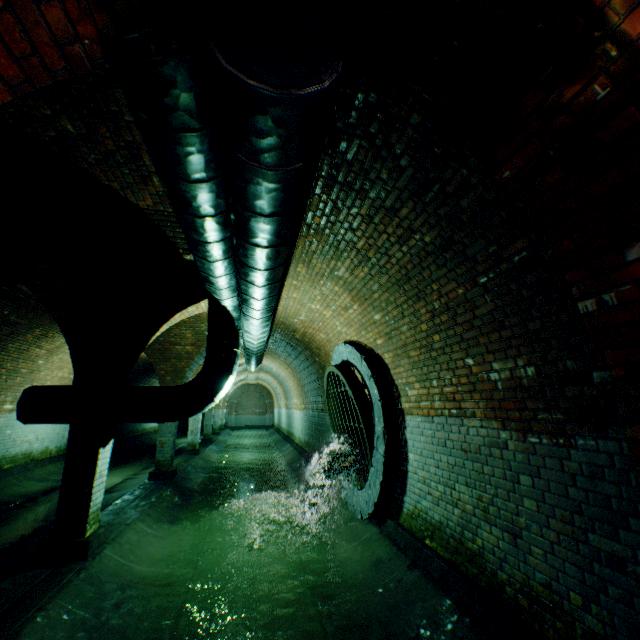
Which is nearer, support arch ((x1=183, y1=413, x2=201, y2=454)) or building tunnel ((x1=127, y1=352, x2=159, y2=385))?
support arch ((x1=183, y1=413, x2=201, y2=454))

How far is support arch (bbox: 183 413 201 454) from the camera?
13.8 meters

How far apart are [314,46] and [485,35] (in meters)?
0.73

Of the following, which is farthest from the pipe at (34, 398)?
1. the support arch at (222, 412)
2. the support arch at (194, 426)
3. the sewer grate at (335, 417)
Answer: the support arch at (222, 412)

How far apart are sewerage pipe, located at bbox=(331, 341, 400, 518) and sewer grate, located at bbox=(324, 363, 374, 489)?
0.01m

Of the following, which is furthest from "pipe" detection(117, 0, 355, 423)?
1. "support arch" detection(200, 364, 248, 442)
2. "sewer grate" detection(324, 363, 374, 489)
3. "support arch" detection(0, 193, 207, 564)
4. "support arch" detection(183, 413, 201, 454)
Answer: "support arch" detection(200, 364, 248, 442)

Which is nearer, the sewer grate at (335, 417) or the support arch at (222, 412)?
the sewer grate at (335, 417)

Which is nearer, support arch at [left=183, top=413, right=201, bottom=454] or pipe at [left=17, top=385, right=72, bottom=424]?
pipe at [left=17, top=385, right=72, bottom=424]
